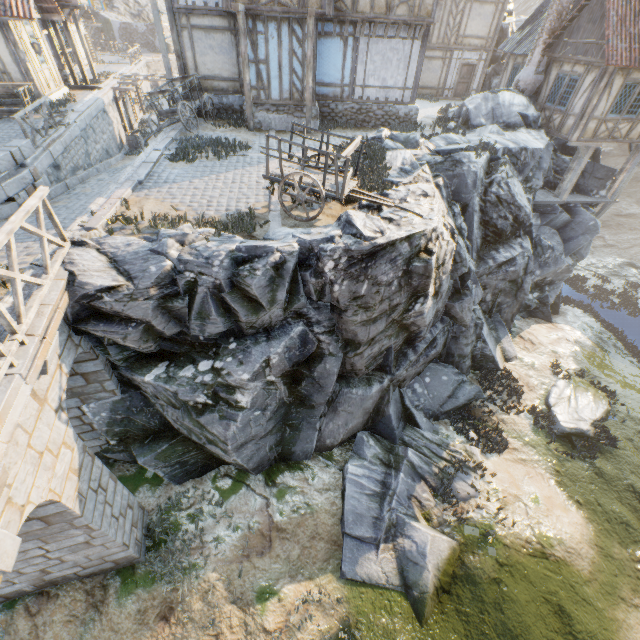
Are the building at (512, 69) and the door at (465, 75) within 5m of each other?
yes

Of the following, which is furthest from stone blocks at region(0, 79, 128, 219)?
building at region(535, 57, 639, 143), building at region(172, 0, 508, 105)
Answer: building at region(535, 57, 639, 143)

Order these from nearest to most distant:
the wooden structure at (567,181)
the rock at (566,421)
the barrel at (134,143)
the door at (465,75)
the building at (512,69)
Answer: the rock at (566,421), the wooden structure at (567,181), the building at (512,69), the barrel at (134,143), the door at (465,75)

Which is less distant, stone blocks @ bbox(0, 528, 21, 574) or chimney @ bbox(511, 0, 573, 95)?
stone blocks @ bbox(0, 528, 21, 574)

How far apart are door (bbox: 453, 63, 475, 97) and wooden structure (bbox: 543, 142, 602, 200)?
11.03m

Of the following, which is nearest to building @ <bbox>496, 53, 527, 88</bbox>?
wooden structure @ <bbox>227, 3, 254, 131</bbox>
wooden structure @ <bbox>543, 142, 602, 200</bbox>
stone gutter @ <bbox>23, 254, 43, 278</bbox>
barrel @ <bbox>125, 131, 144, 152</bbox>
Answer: wooden structure @ <bbox>543, 142, 602, 200</bbox>

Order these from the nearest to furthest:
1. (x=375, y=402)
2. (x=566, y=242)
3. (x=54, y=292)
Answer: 1. (x=54, y=292)
2. (x=375, y=402)
3. (x=566, y=242)

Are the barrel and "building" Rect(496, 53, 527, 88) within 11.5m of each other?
no
